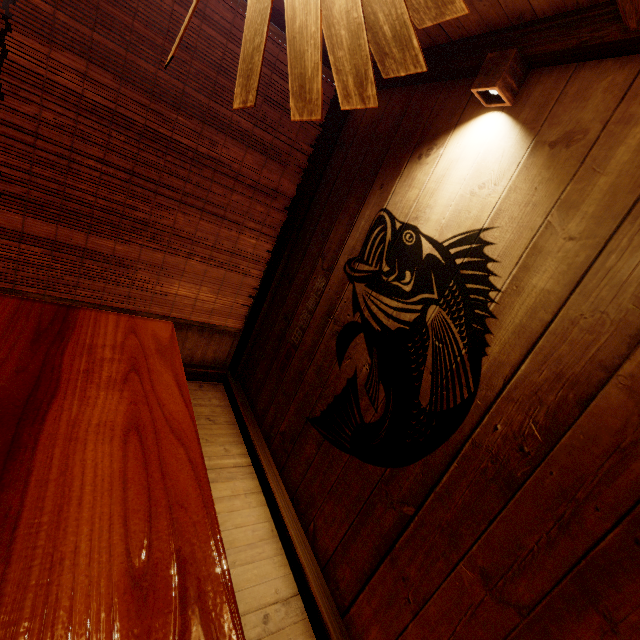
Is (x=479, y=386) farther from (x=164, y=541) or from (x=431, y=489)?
(x=164, y=541)

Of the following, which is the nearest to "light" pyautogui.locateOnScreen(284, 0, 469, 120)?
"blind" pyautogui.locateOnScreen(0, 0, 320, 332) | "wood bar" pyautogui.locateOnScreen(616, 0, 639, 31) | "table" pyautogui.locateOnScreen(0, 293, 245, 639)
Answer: "wood bar" pyautogui.locateOnScreen(616, 0, 639, 31)

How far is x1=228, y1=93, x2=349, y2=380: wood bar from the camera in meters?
4.6

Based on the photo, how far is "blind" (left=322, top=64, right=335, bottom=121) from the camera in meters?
4.4 m

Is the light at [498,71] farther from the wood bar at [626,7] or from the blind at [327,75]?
the blind at [327,75]

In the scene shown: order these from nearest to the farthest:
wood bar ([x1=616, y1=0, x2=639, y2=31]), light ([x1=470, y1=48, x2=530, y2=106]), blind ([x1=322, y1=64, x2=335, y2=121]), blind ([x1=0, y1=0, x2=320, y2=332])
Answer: wood bar ([x1=616, y1=0, x2=639, y2=31]) < light ([x1=470, y1=48, x2=530, y2=106]) < blind ([x1=0, y1=0, x2=320, y2=332]) < blind ([x1=322, y1=64, x2=335, y2=121])

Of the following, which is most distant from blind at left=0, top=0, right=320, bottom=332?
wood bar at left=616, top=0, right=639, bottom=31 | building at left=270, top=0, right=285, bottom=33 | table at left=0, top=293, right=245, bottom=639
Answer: wood bar at left=616, top=0, right=639, bottom=31

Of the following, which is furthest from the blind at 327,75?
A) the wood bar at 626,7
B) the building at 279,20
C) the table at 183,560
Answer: the wood bar at 626,7
